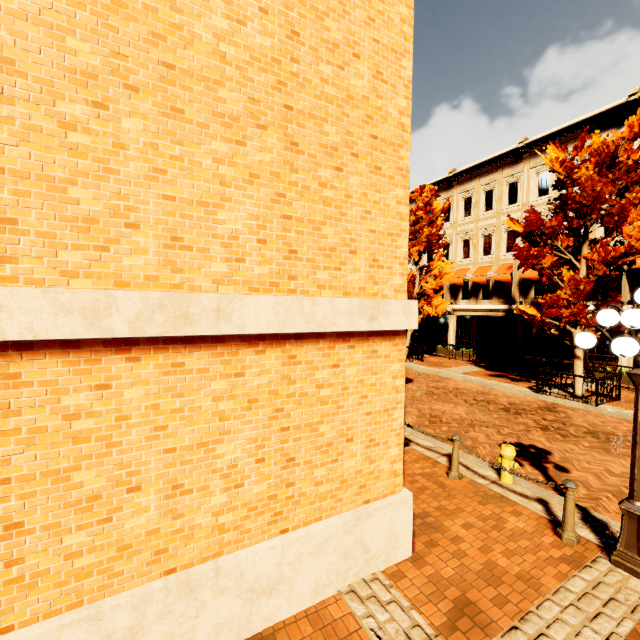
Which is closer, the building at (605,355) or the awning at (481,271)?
the building at (605,355)

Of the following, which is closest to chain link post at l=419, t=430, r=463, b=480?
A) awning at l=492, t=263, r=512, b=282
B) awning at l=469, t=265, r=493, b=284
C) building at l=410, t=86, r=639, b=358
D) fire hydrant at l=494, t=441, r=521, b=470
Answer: fire hydrant at l=494, t=441, r=521, b=470

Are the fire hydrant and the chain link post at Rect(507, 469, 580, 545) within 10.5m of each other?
yes

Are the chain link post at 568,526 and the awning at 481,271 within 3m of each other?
no

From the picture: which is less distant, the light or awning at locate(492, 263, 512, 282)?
the light

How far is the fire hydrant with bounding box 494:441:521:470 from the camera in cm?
619

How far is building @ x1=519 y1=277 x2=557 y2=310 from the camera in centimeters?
1866cm

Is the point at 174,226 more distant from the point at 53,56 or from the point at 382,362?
the point at 382,362
